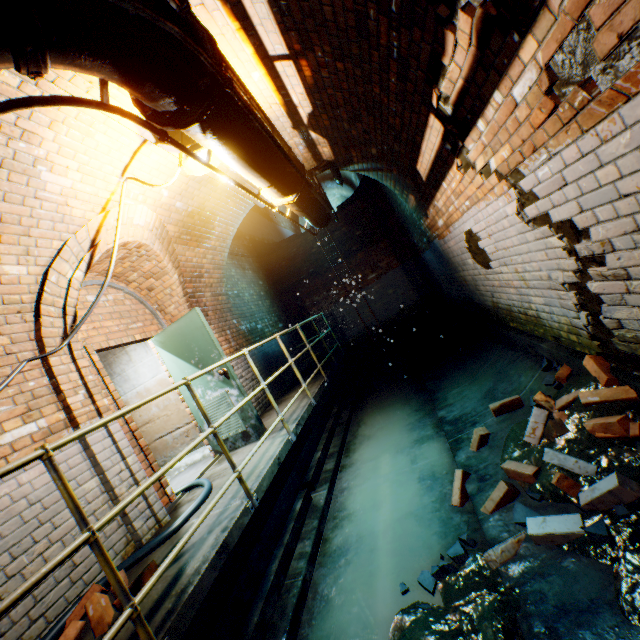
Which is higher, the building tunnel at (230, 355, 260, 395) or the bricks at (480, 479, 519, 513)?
the building tunnel at (230, 355, 260, 395)

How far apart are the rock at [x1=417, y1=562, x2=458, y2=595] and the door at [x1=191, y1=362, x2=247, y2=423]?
2.7m

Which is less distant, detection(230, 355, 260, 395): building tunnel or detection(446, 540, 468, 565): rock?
detection(446, 540, 468, 565): rock

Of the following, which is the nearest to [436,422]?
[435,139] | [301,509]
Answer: [301,509]

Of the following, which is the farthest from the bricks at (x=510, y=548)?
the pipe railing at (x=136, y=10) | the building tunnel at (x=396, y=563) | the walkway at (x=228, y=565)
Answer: the pipe railing at (x=136, y=10)

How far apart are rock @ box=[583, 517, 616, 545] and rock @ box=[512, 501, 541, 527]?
0.4 meters

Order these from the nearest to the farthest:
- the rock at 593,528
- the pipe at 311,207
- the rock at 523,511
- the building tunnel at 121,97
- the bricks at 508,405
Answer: the rock at 593,528 < the rock at 523,511 < the building tunnel at 121,97 < the bricks at 508,405 < the pipe at 311,207

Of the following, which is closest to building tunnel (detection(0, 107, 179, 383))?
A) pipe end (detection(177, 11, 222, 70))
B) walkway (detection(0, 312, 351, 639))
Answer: walkway (detection(0, 312, 351, 639))
